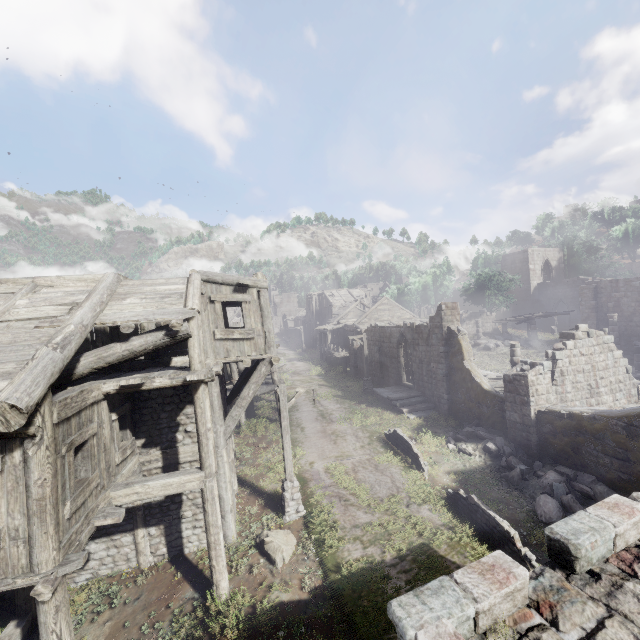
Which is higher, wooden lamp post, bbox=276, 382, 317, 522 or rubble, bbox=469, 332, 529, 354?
rubble, bbox=469, 332, 529, 354

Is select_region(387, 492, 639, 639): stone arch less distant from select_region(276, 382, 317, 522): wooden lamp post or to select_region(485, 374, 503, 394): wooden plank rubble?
select_region(276, 382, 317, 522): wooden lamp post

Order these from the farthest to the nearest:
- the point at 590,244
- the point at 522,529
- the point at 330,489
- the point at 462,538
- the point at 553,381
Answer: the point at 590,244, the point at 553,381, the point at 330,489, the point at 522,529, the point at 462,538

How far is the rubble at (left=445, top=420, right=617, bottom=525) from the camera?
10.97m

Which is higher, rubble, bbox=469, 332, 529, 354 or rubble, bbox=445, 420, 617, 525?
rubble, bbox=469, 332, 529, 354

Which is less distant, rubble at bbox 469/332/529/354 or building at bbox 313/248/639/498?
building at bbox 313/248/639/498

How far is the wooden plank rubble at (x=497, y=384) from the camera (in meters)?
19.67

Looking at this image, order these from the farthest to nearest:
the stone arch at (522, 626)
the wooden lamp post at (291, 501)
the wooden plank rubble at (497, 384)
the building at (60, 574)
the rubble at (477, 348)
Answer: the rubble at (477, 348) < the wooden plank rubble at (497, 384) < the wooden lamp post at (291, 501) < the building at (60, 574) < the stone arch at (522, 626)
